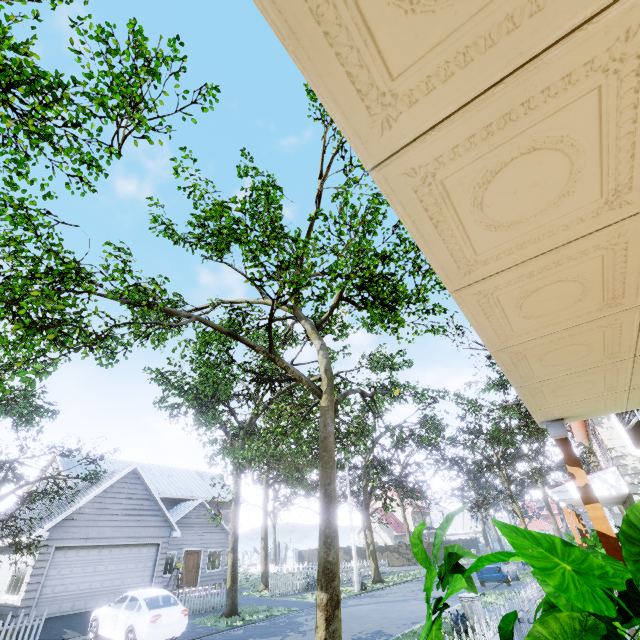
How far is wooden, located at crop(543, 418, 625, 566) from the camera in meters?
3.6 m

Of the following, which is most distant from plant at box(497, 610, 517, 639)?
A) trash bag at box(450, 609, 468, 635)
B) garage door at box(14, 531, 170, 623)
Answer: garage door at box(14, 531, 170, 623)

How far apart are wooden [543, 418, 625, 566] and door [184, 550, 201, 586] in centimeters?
2714cm

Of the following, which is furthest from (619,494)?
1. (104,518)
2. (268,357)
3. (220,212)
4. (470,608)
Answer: (104,518)

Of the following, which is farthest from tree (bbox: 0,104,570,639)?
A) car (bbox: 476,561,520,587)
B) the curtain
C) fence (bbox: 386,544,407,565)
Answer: the curtain

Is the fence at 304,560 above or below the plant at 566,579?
below

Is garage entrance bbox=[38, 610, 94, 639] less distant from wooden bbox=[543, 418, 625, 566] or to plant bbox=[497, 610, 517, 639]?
plant bbox=[497, 610, 517, 639]

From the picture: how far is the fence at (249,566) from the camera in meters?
39.1
